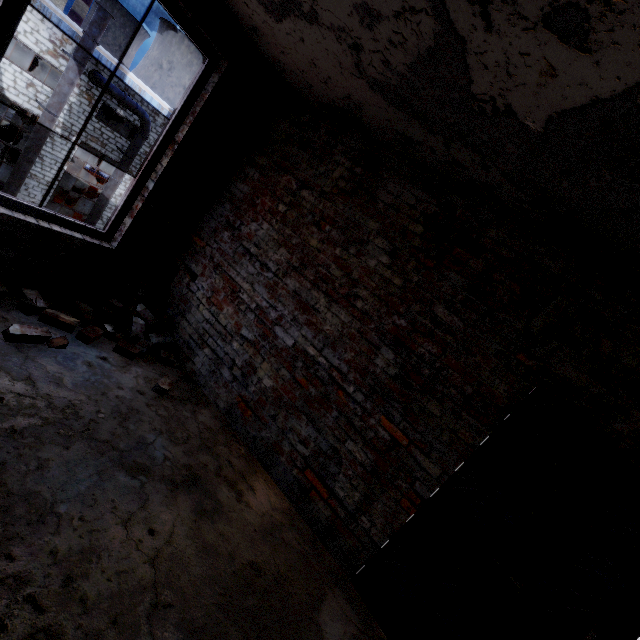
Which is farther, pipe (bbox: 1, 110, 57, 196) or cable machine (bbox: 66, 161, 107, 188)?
cable machine (bbox: 66, 161, 107, 188)

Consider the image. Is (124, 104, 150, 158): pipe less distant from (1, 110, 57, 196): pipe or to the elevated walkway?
(1, 110, 57, 196): pipe

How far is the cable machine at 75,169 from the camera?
30.3 meters

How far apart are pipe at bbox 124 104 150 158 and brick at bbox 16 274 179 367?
20.14m

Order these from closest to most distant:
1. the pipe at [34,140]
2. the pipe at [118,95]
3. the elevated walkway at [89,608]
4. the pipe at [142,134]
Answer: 1. the elevated walkway at [89,608]
2. the pipe at [34,140]
3. the pipe at [118,95]
4. the pipe at [142,134]

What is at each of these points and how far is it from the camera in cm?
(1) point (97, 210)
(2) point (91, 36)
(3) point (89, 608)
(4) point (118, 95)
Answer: (1) pipe, 2006
(2) pipe, 1517
(3) elevated walkway, 155
(4) pipe, 1722

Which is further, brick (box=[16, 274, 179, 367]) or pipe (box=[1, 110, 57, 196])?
pipe (box=[1, 110, 57, 196])

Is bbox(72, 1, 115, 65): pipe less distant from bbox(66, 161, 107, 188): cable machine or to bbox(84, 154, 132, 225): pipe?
bbox(84, 154, 132, 225): pipe
